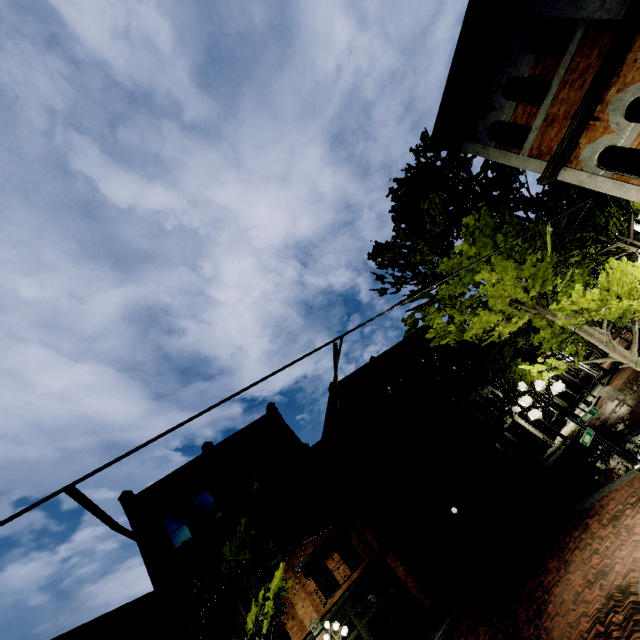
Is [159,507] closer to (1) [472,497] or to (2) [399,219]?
(1) [472,497]

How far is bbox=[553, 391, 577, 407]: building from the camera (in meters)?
27.72

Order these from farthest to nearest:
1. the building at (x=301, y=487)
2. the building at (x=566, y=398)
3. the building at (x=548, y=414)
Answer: the building at (x=566, y=398) → the building at (x=548, y=414) → the building at (x=301, y=487)

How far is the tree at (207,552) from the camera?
13.41m

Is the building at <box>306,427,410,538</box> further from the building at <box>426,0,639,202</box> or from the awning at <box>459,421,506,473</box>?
the building at <box>426,0,639,202</box>

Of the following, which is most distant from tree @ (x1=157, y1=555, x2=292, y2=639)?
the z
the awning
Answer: the awning

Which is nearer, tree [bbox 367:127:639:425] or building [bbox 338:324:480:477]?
tree [bbox 367:127:639:425]

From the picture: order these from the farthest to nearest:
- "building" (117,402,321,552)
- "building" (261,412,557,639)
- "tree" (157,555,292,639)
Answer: "building" (117,402,321,552)
"building" (261,412,557,639)
"tree" (157,555,292,639)
